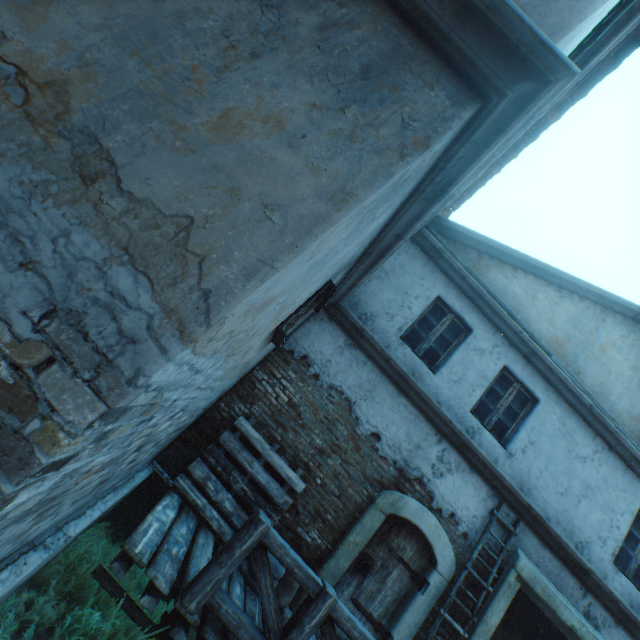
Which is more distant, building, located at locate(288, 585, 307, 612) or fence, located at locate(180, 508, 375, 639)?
building, located at locate(288, 585, 307, 612)

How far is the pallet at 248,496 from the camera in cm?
469

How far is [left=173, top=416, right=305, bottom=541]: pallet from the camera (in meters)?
4.69

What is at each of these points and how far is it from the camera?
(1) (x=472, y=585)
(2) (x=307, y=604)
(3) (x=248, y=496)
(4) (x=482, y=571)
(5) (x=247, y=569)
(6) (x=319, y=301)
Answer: (1) building, 5.6m
(2) fence, 3.2m
(3) pallet, 4.9m
(4) building, 5.7m
(5) burlap sack, 4.4m
(6) window, 3.7m

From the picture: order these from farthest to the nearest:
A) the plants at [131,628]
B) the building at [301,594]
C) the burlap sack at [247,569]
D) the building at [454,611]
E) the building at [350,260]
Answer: the building at [454,611], the building at [301,594], the burlap sack at [247,569], the plants at [131,628], the building at [350,260]

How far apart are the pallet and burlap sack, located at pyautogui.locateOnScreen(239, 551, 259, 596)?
0.0m

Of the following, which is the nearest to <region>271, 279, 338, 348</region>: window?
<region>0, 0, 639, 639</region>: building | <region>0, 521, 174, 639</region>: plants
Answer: <region>0, 0, 639, 639</region>: building
